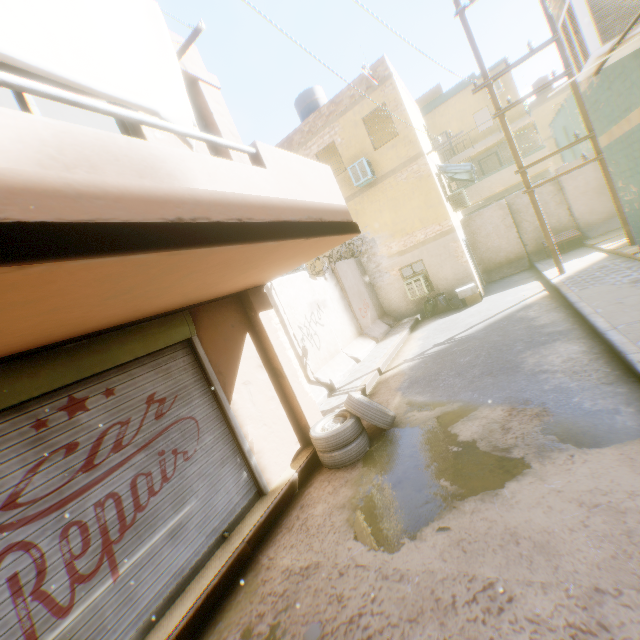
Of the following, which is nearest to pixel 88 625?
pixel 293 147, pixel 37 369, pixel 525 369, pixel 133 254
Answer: pixel 37 369

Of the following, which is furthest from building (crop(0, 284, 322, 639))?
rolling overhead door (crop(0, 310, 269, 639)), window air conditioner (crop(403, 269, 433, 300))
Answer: window air conditioner (crop(403, 269, 433, 300))

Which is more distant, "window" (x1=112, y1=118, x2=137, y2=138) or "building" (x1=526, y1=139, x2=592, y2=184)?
"building" (x1=526, y1=139, x2=592, y2=184)

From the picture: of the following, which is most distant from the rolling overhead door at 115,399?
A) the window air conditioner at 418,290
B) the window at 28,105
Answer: A: the window air conditioner at 418,290

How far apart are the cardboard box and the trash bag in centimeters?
15cm

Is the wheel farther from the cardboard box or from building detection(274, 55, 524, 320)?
the cardboard box

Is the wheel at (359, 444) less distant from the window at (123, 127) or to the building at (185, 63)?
the building at (185, 63)

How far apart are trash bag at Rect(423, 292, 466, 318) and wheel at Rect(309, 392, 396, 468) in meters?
8.2
